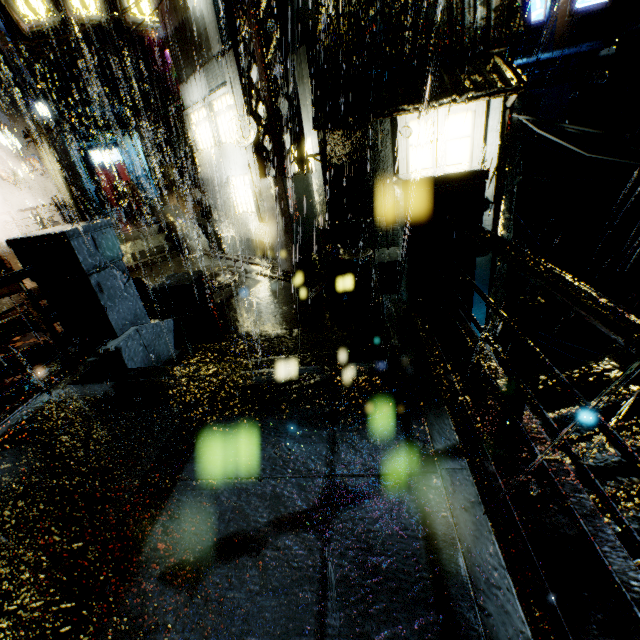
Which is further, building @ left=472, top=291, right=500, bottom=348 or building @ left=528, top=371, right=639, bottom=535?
building @ left=472, top=291, right=500, bottom=348

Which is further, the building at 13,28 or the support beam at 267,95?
the building at 13,28

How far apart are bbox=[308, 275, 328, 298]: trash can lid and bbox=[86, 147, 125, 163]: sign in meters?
31.6

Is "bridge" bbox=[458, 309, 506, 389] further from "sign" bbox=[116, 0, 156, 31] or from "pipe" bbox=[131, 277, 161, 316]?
"sign" bbox=[116, 0, 156, 31]

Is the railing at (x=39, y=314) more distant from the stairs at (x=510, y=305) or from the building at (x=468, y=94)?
the stairs at (x=510, y=305)

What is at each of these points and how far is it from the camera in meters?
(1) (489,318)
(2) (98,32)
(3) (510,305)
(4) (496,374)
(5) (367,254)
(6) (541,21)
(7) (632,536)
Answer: (1) building, 11.3
(2) building, 29.1
(3) stairs, 15.8
(4) bridge, 2.7
(5) trash can, 7.7
(6) sign, 12.3
(7) railing, 1.1

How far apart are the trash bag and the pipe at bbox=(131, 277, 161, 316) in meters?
3.9

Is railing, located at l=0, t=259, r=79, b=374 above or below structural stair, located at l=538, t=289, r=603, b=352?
above
